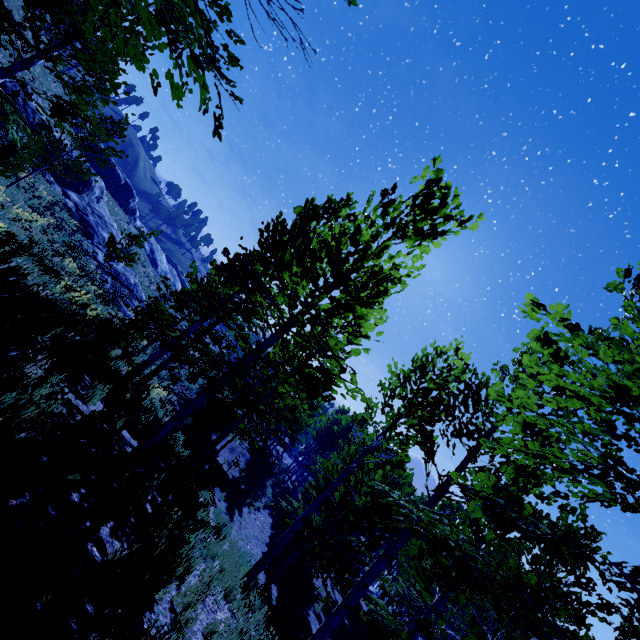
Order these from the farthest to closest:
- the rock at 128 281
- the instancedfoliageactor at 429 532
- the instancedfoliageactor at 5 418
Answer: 1. the rock at 128 281
2. the instancedfoliageactor at 429 532
3. the instancedfoliageactor at 5 418

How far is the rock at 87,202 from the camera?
22.8 meters

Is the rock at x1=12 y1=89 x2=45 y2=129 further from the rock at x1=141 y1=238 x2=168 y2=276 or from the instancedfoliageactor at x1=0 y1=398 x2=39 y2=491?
the rock at x1=141 y1=238 x2=168 y2=276

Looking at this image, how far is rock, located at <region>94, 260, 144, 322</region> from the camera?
21.4 meters

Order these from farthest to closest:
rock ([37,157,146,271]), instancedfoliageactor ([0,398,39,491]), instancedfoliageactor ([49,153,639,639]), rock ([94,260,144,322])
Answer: rock ([37,157,146,271])
rock ([94,260,144,322])
instancedfoliageactor ([49,153,639,639])
instancedfoliageactor ([0,398,39,491])

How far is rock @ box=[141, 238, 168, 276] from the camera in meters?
53.6

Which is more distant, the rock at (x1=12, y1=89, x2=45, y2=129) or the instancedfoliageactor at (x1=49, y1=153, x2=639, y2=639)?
the rock at (x1=12, y1=89, x2=45, y2=129)

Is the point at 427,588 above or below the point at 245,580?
above
